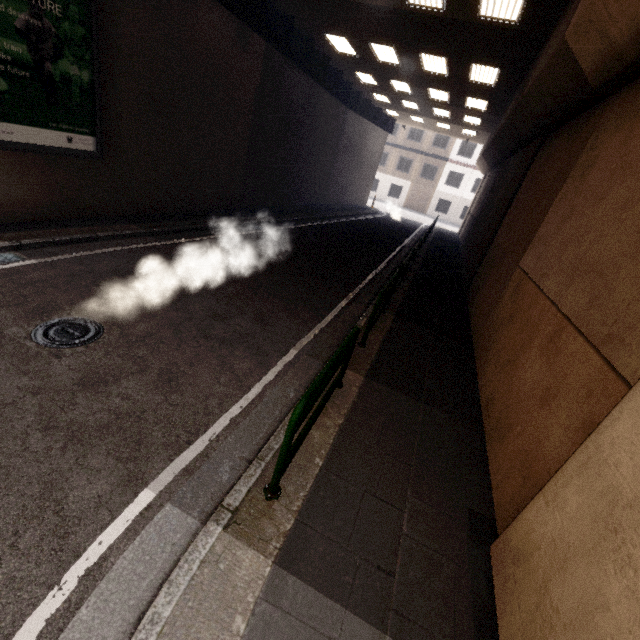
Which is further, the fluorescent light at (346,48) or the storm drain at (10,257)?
the fluorescent light at (346,48)

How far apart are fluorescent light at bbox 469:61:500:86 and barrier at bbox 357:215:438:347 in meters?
7.4 m

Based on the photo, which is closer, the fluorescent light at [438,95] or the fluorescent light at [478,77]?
the fluorescent light at [478,77]

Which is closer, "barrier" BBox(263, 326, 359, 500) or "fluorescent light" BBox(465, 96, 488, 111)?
"barrier" BBox(263, 326, 359, 500)

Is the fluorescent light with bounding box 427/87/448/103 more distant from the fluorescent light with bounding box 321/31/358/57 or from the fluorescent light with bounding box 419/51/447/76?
the fluorescent light with bounding box 321/31/358/57

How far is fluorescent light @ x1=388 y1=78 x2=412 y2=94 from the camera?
15.55m

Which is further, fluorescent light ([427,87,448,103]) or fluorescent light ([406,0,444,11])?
fluorescent light ([427,87,448,103])

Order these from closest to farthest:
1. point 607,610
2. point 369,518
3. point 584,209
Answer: point 607,610
point 369,518
point 584,209
